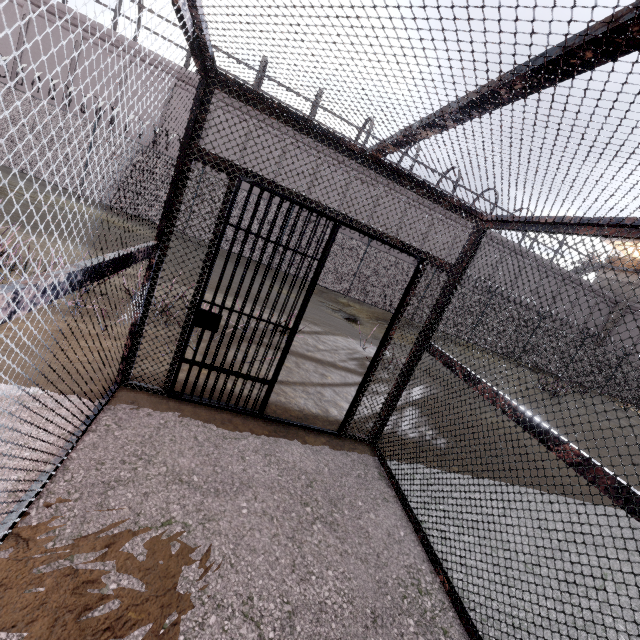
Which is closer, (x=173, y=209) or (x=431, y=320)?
(x=173, y=209)

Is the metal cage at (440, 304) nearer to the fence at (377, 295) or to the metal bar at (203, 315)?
the metal bar at (203, 315)

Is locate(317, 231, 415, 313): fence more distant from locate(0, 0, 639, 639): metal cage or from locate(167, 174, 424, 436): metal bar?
locate(167, 174, 424, 436): metal bar

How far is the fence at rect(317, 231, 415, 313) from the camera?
15.55m

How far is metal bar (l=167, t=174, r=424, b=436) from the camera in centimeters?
310cm

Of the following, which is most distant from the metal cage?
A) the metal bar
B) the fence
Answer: the fence

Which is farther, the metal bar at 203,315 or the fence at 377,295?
the fence at 377,295
